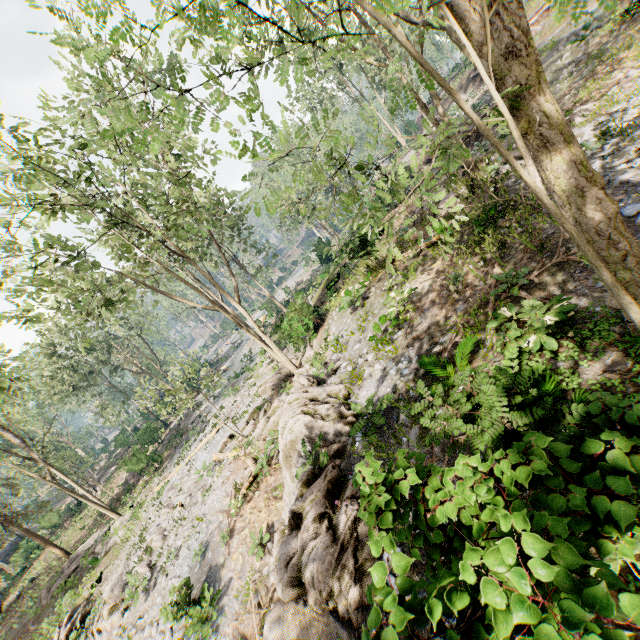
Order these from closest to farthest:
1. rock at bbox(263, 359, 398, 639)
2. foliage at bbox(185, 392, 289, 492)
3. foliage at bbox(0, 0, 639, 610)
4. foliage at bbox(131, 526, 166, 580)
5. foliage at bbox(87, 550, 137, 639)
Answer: foliage at bbox(0, 0, 639, 610)
rock at bbox(263, 359, 398, 639)
foliage at bbox(87, 550, 137, 639)
foliage at bbox(185, 392, 289, 492)
foliage at bbox(131, 526, 166, 580)

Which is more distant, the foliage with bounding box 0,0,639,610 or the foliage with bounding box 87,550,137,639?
the foliage with bounding box 87,550,137,639

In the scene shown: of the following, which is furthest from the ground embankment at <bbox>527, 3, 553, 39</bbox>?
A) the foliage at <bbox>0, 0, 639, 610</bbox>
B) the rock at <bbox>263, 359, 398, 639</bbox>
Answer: the rock at <bbox>263, 359, 398, 639</bbox>

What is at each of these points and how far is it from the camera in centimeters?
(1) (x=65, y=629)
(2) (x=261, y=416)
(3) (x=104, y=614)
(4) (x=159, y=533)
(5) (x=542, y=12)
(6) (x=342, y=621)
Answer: (1) foliage, 1547cm
(2) foliage, 1944cm
(3) foliage, 1428cm
(4) foliage, 1694cm
(5) ground embankment, 2417cm
(6) rock, 490cm

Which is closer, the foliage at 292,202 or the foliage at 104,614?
the foliage at 292,202

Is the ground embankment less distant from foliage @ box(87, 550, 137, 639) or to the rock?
foliage @ box(87, 550, 137, 639)
